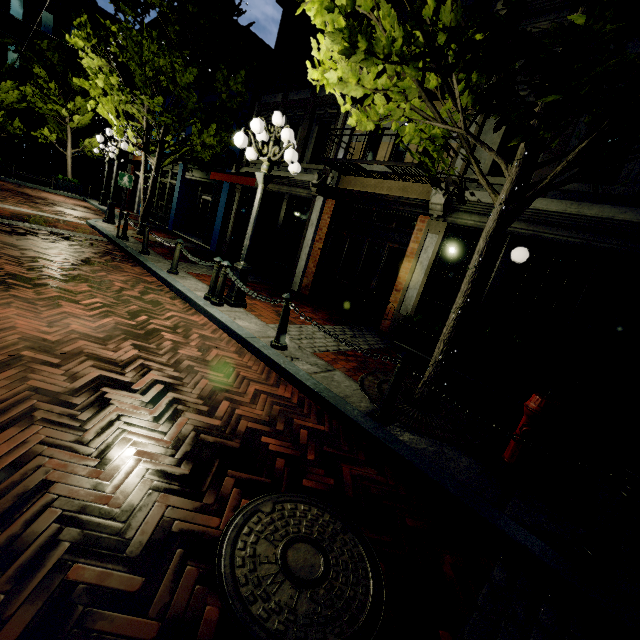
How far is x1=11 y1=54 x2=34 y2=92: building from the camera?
22.9 meters

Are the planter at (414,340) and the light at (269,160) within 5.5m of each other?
yes

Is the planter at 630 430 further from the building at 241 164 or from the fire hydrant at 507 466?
the fire hydrant at 507 466

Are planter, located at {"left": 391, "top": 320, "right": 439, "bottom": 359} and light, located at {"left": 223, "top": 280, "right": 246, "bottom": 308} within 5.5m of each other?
yes

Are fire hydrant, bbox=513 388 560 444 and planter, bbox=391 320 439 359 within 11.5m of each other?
yes

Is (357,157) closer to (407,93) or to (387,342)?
(387,342)

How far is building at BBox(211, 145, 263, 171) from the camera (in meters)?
12.96

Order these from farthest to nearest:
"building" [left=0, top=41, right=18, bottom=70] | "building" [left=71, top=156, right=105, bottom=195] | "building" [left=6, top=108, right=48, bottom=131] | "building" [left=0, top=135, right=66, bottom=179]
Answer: "building" [left=71, top=156, right=105, bottom=195], "building" [left=0, top=135, right=66, bottom=179], "building" [left=6, top=108, right=48, bottom=131], "building" [left=0, top=41, right=18, bottom=70]
